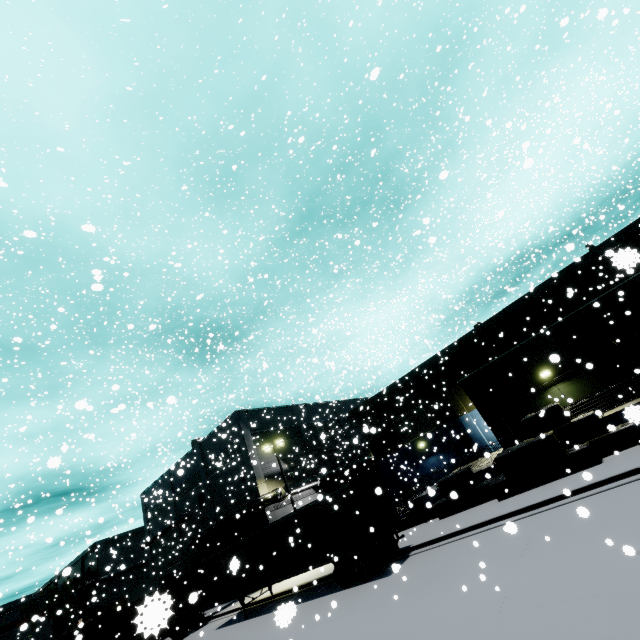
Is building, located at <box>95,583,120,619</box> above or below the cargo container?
above

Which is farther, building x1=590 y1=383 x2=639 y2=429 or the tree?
the tree

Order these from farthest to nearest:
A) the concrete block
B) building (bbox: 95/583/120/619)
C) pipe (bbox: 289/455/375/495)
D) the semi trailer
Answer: building (bbox: 95/583/120/619)
pipe (bbox: 289/455/375/495)
the semi trailer
the concrete block

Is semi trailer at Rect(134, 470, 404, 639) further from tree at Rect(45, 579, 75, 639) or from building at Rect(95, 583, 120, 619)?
tree at Rect(45, 579, 75, 639)

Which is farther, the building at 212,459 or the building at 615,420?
the building at 212,459

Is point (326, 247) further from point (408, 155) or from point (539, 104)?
point (539, 104)

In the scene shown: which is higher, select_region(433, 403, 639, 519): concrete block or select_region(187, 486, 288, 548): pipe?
select_region(187, 486, 288, 548): pipe

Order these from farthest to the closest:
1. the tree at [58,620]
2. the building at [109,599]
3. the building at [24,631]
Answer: the building at [109,599], the tree at [58,620], the building at [24,631]
